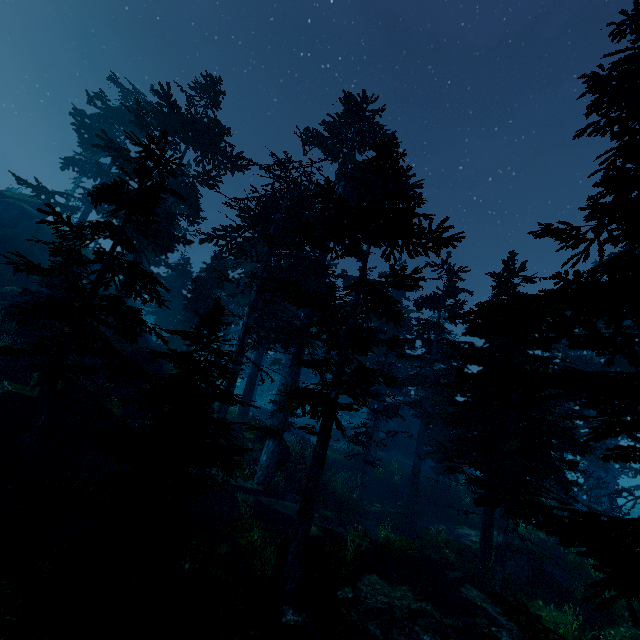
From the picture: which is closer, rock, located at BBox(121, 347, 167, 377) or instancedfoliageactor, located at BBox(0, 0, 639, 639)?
instancedfoliageactor, located at BBox(0, 0, 639, 639)

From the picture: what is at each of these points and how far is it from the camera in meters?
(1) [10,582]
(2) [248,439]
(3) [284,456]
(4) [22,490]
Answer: (1) rock, 6.1
(2) rock, 20.0
(3) rock, 19.3
(4) rock, 10.2

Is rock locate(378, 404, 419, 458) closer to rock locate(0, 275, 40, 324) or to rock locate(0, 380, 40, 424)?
rock locate(0, 275, 40, 324)

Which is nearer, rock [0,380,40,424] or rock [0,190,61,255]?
rock [0,380,40,424]

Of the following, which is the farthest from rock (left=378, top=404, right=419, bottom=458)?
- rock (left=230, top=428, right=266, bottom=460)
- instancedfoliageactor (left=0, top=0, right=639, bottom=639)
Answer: rock (left=230, top=428, right=266, bottom=460)

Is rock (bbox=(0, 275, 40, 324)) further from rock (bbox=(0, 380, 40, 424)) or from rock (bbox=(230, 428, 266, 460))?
rock (bbox=(230, 428, 266, 460))

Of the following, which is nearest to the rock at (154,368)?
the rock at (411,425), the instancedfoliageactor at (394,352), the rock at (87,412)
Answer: the instancedfoliageactor at (394,352)

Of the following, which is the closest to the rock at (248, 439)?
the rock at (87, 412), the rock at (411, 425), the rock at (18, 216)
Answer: the rock at (87, 412)
